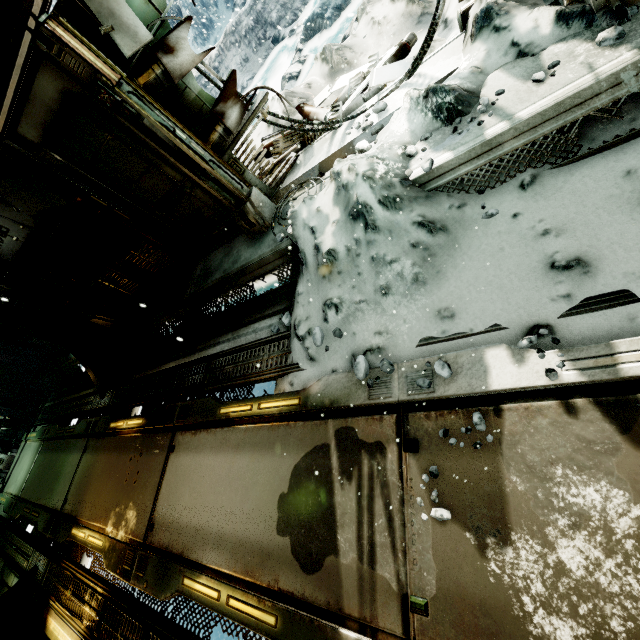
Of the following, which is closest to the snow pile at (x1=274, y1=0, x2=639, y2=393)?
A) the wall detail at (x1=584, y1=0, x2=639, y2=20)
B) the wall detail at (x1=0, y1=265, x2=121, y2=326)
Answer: the wall detail at (x1=584, y1=0, x2=639, y2=20)

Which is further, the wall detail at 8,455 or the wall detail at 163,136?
the wall detail at 8,455

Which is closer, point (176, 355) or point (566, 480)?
point (566, 480)

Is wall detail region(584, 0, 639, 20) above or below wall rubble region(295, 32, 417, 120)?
above

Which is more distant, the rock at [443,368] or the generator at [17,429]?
the generator at [17,429]

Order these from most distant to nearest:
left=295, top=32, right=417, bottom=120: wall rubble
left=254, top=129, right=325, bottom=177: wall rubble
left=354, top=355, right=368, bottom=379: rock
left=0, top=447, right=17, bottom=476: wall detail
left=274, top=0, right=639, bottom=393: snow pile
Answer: left=0, top=447, right=17, bottom=476: wall detail
left=254, top=129, right=325, bottom=177: wall rubble
left=295, top=32, right=417, bottom=120: wall rubble
left=354, top=355, right=368, bottom=379: rock
left=274, top=0, right=639, bottom=393: snow pile

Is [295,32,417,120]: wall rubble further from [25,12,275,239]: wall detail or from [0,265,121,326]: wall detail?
[0,265,121,326]: wall detail

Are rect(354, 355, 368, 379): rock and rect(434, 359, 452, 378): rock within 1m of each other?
yes
